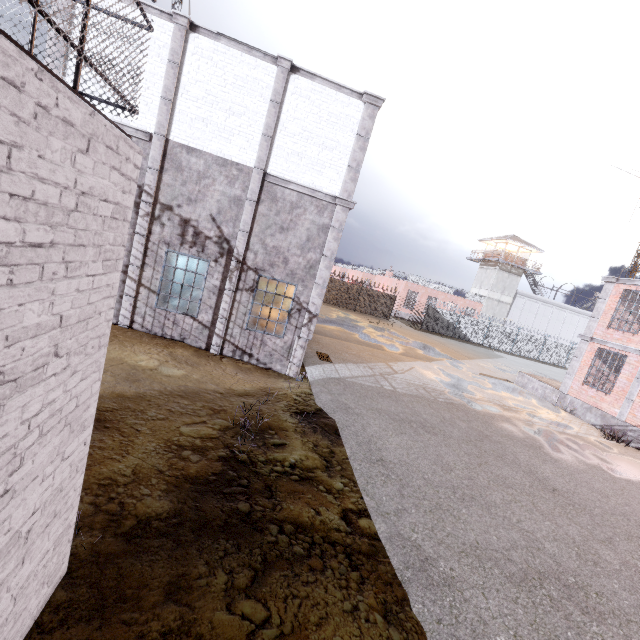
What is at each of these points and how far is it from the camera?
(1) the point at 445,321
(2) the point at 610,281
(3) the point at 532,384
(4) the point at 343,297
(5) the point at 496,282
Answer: (1) fence, 36.09m
(2) trim, 16.00m
(3) stair, 18.97m
(4) fence, 33.72m
(5) building, 44.12m

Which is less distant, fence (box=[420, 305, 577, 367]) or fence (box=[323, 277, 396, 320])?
fence (box=[323, 277, 396, 320])

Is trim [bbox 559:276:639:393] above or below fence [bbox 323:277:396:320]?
above

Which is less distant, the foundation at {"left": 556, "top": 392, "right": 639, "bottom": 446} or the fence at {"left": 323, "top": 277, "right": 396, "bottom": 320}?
the foundation at {"left": 556, "top": 392, "right": 639, "bottom": 446}

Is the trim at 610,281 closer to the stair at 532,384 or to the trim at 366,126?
the stair at 532,384

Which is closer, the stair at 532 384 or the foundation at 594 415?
the foundation at 594 415

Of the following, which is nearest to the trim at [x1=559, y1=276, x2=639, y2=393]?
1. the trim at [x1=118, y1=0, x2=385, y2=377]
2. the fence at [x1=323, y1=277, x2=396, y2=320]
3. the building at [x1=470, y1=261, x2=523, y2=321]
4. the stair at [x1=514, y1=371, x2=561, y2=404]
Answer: the stair at [x1=514, y1=371, x2=561, y2=404]

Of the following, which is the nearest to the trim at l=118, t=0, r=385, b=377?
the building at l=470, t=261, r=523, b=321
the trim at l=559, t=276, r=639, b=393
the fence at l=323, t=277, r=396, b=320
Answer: the fence at l=323, t=277, r=396, b=320
